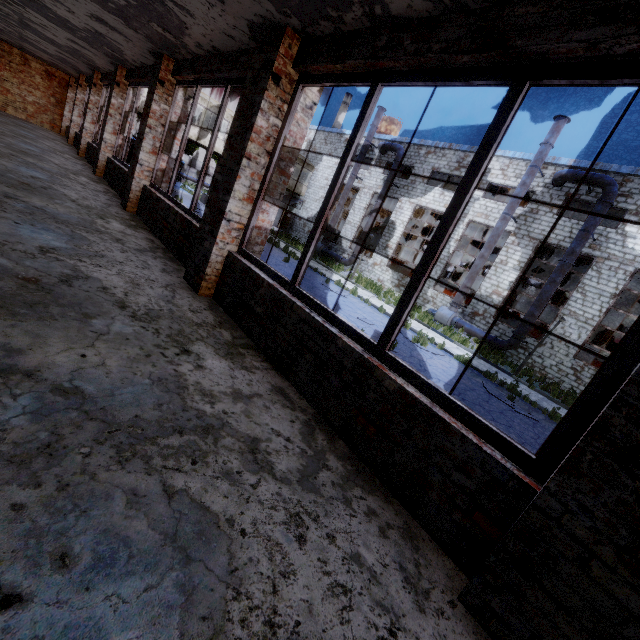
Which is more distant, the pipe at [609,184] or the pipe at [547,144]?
the pipe at [547,144]

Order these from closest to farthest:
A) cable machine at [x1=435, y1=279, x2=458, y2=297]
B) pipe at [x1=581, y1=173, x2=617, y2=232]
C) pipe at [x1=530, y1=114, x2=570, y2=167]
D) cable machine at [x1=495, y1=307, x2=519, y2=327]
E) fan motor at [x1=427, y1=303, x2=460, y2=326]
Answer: pipe at [x1=581, y1=173, x2=617, y2=232]
pipe at [x1=530, y1=114, x2=570, y2=167]
fan motor at [x1=427, y1=303, x2=460, y2=326]
cable machine at [x1=435, y1=279, x2=458, y2=297]
cable machine at [x1=495, y1=307, x2=519, y2=327]

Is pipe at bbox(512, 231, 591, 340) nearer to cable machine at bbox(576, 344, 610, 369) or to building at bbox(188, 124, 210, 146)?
cable machine at bbox(576, 344, 610, 369)

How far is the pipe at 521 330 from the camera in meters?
16.3

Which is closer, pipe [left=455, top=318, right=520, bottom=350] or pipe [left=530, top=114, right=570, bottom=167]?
pipe [left=530, top=114, right=570, bottom=167]

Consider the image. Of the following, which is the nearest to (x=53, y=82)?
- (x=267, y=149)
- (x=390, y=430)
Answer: (x=267, y=149)

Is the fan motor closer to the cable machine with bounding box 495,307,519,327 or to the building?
the cable machine with bounding box 495,307,519,327

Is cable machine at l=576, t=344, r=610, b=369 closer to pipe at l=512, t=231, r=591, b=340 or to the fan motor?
pipe at l=512, t=231, r=591, b=340
